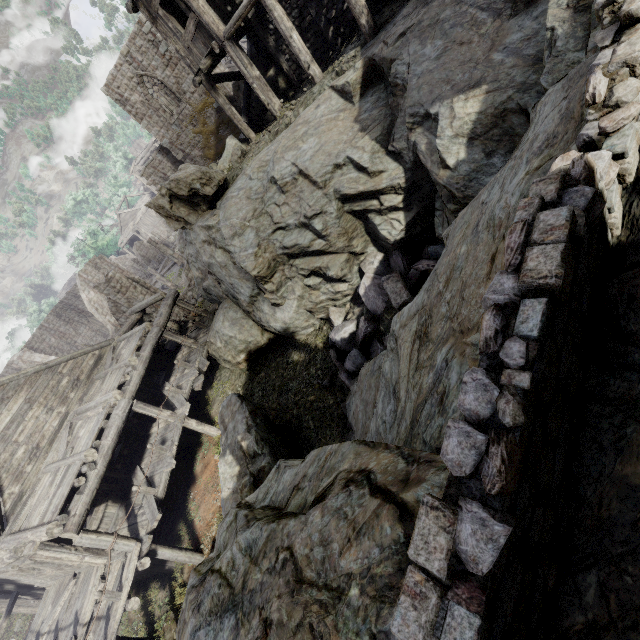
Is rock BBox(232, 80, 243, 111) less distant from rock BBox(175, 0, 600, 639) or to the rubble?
rock BBox(175, 0, 600, 639)

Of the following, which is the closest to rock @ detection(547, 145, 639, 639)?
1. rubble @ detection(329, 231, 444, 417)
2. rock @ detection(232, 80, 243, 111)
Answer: rubble @ detection(329, 231, 444, 417)

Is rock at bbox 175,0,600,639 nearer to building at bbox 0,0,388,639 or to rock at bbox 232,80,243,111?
building at bbox 0,0,388,639

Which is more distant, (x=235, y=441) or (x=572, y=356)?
(x=235, y=441)

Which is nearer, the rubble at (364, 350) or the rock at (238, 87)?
the rubble at (364, 350)

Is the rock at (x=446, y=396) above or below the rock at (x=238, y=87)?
below

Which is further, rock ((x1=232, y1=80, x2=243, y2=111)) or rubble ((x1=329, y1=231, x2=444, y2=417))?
rock ((x1=232, y1=80, x2=243, y2=111))
